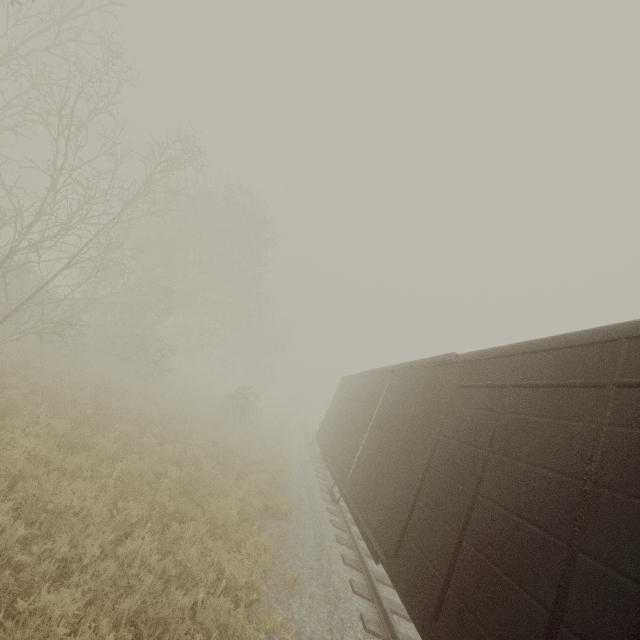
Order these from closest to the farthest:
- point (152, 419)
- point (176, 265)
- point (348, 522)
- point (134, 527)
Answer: point (134, 527), point (348, 522), point (152, 419), point (176, 265)
